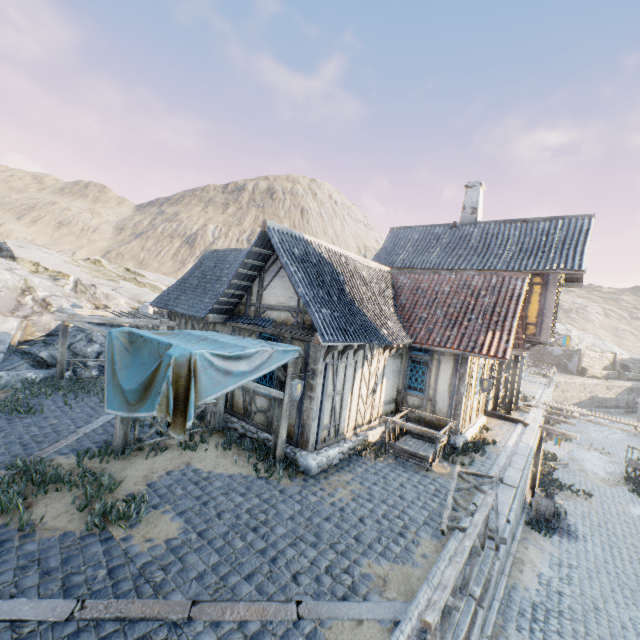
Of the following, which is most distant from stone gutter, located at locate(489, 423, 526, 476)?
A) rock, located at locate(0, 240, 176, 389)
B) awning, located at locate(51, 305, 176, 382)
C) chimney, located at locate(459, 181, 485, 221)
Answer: rock, located at locate(0, 240, 176, 389)

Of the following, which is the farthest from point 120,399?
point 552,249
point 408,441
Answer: point 552,249

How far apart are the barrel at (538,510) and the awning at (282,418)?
11.3 meters

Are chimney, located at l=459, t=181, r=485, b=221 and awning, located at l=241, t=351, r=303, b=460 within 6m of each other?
no

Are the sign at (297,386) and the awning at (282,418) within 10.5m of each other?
yes

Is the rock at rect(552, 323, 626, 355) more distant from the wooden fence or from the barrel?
the barrel

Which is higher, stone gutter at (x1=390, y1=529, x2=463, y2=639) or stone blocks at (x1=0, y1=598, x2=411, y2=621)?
stone gutter at (x1=390, y1=529, x2=463, y2=639)

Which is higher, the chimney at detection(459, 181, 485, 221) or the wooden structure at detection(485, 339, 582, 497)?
the chimney at detection(459, 181, 485, 221)
